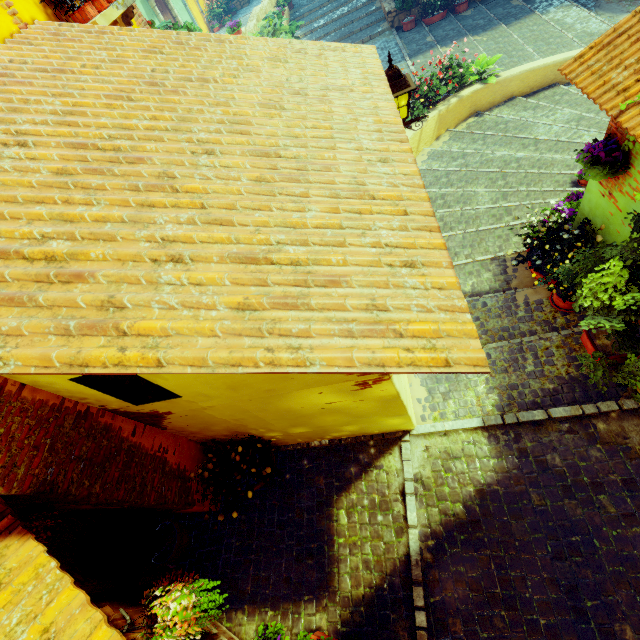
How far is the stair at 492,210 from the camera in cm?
390

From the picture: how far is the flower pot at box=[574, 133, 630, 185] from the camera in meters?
3.4

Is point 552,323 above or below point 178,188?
below

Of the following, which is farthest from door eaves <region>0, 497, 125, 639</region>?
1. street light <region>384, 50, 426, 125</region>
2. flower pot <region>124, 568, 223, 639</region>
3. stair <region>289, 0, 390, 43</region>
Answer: street light <region>384, 50, 426, 125</region>

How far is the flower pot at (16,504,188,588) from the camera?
2.95m

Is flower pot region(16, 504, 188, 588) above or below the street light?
below

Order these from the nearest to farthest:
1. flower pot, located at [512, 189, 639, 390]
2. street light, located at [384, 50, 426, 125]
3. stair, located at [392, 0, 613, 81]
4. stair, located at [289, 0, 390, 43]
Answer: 1. flower pot, located at [512, 189, 639, 390]
2. street light, located at [384, 50, 426, 125]
3. stair, located at [392, 0, 613, 81]
4. stair, located at [289, 0, 390, 43]

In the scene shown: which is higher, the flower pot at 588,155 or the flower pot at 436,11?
the flower pot at 588,155
